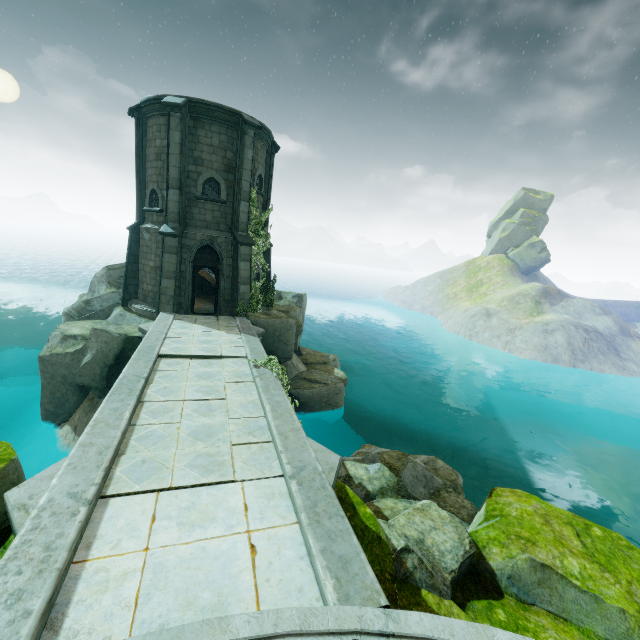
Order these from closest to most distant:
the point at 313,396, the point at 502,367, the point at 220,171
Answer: the point at 220,171, the point at 313,396, the point at 502,367

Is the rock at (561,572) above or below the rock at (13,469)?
below

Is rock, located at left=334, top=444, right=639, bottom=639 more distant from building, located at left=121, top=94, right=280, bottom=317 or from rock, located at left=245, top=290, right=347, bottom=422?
building, located at left=121, top=94, right=280, bottom=317

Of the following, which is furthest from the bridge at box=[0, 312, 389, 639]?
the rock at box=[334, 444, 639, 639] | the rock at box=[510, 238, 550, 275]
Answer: the rock at box=[510, 238, 550, 275]

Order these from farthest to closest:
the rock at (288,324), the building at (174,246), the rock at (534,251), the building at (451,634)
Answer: the rock at (534,251) < the rock at (288,324) < the building at (174,246) < the building at (451,634)

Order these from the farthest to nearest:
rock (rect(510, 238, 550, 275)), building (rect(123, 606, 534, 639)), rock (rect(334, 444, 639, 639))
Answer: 1. rock (rect(510, 238, 550, 275))
2. rock (rect(334, 444, 639, 639))
3. building (rect(123, 606, 534, 639))

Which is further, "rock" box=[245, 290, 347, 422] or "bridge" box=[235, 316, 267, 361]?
"rock" box=[245, 290, 347, 422]

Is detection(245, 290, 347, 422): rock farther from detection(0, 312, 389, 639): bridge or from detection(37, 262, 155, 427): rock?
detection(37, 262, 155, 427): rock
